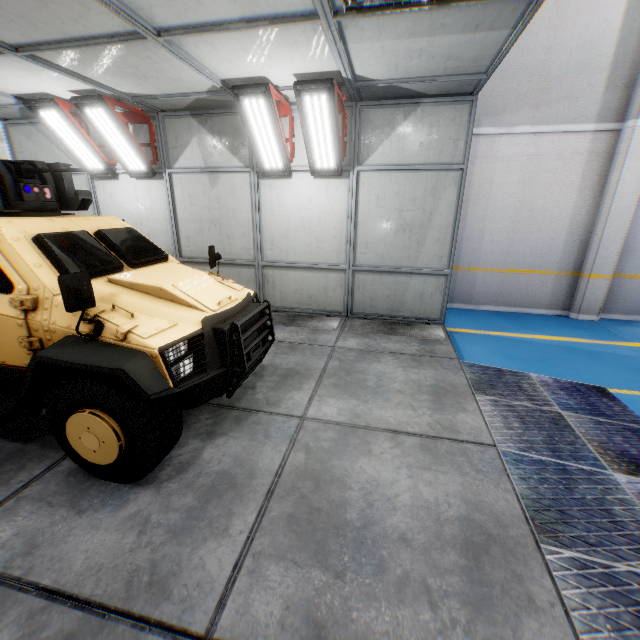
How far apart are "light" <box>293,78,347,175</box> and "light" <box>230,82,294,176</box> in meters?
0.4 m

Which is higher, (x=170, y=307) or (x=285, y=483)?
(x=170, y=307)

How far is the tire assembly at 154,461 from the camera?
2.40m

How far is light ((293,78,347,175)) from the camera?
4.7m

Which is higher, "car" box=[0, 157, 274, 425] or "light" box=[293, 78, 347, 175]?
"light" box=[293, 78, 347, 175]

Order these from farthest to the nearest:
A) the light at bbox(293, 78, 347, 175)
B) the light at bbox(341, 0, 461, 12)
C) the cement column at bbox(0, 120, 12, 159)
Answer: the cement column at bbox(0, 120, 12, 159) < the light at bbox(293, 78, 347, 175) < the light at bbox(341, 0, 461, 12)

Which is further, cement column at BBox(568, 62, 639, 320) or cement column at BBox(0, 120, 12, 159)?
cement column at BBox(0, 120, 12, 159)

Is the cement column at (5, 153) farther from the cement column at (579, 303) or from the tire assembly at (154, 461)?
the cement column at (579, 303)
